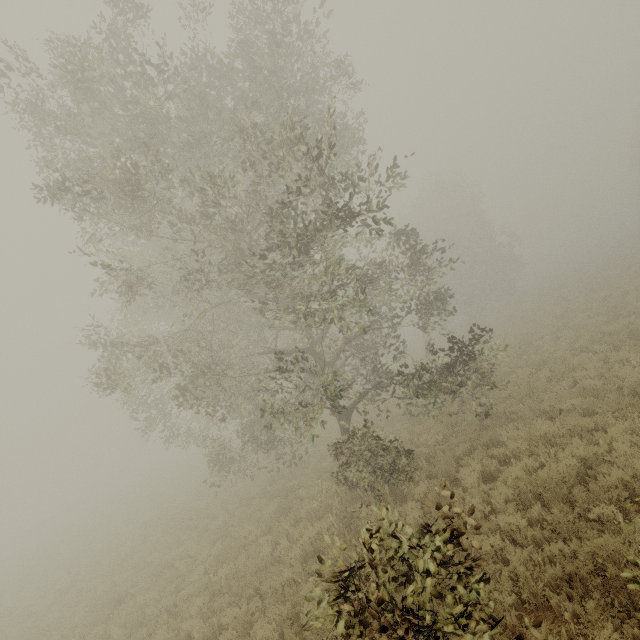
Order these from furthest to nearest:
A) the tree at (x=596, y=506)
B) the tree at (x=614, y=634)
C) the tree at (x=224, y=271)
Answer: the tree at (x=224, y=271)
the tree at (x=614, y=634)
the tree at (x=596, y=506)

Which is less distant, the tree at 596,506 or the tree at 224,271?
the tree at 596,506

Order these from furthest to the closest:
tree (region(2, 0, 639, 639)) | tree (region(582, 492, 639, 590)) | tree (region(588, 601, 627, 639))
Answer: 1. tree (region(2, 0, 639, 639))
2. tree (region(588, 601, 627, 639))
3. tree (region(582, 492, 639, 590))

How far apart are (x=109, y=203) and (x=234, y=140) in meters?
4.5 m

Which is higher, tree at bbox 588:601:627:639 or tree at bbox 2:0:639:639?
tree at bbox 2:0:639:639

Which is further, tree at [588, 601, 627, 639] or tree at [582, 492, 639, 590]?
tree at [588, 601, 627, 639]

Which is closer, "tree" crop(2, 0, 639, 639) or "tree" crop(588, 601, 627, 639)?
"tree" crop(588, 601, 627, 639)
